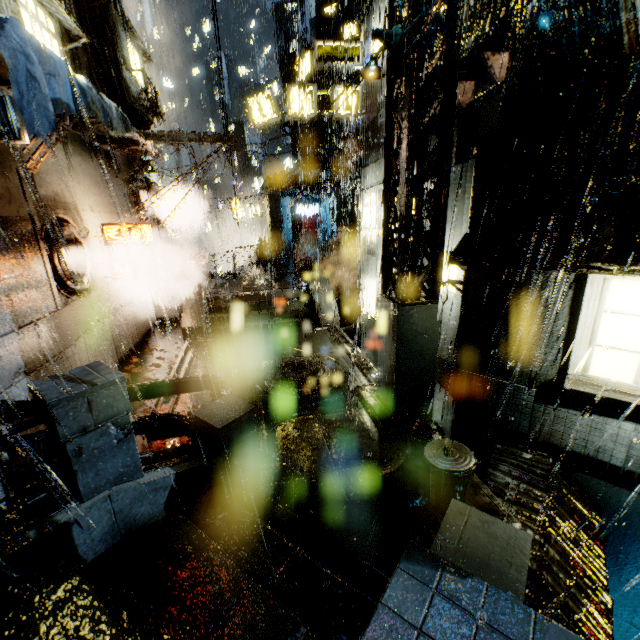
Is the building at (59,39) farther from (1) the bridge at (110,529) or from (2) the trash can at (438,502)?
(2) the trash can at (438,502)

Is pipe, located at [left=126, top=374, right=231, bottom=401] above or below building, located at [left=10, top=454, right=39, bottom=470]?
above

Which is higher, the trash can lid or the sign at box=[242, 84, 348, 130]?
the sign at box=[242, 84, 348, 130]

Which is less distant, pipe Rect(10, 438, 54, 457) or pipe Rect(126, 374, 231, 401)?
pipe Rect(10, 438, 54, 457)

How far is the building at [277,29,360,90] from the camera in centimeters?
3516cm

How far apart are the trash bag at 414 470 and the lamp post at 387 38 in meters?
7.4 m

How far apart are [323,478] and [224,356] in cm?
738

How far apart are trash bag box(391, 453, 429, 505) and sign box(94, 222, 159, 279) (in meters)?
11.97
